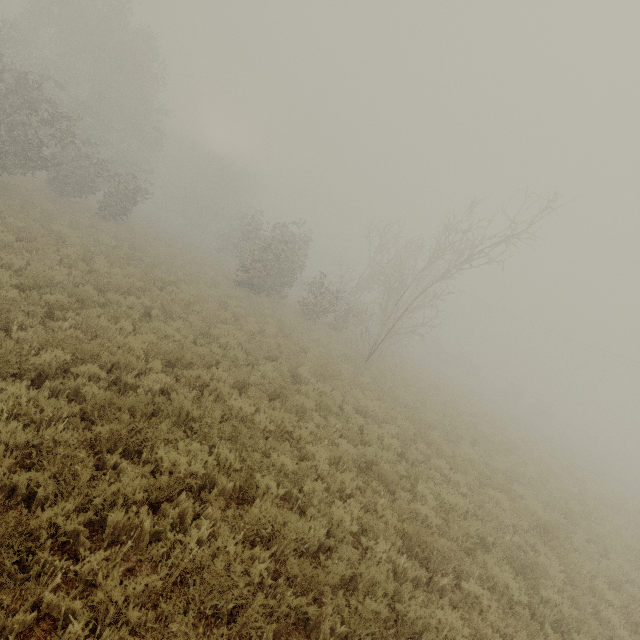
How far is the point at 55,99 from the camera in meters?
25.1 m
